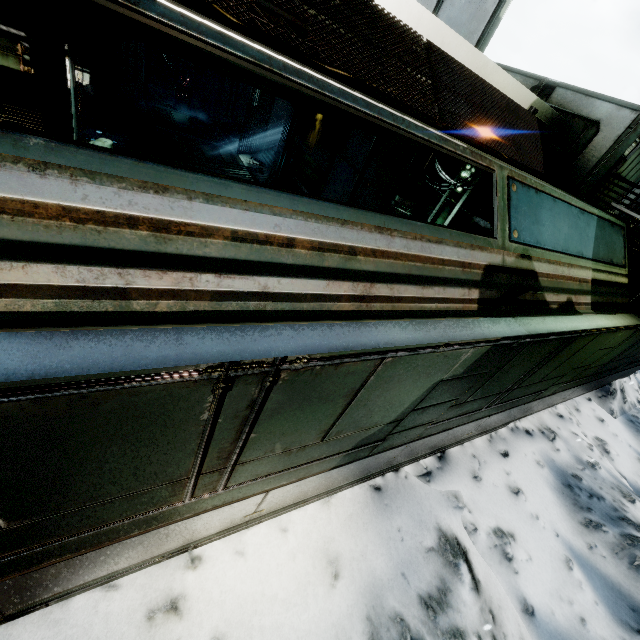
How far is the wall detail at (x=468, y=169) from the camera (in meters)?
6.24

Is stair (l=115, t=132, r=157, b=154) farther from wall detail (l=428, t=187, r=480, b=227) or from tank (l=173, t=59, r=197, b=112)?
wall detail (l=428, t=187, r=480, b=227)

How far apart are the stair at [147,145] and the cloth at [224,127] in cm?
424

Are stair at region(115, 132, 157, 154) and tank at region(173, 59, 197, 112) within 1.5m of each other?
no

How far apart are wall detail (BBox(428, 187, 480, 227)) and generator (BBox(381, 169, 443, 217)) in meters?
0.0 m

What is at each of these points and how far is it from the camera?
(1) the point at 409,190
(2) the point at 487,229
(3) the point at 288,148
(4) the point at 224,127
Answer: (1) generator, 7.36m
(2) generator, 5.84m
(3) wall detail, 13.09m
(4) cloth, 17.11m

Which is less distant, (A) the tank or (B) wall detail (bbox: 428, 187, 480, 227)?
(B) wall detail (bbox: 428, 187, 480, 227)

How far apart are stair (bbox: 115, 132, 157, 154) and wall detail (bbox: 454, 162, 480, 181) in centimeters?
1053cm
